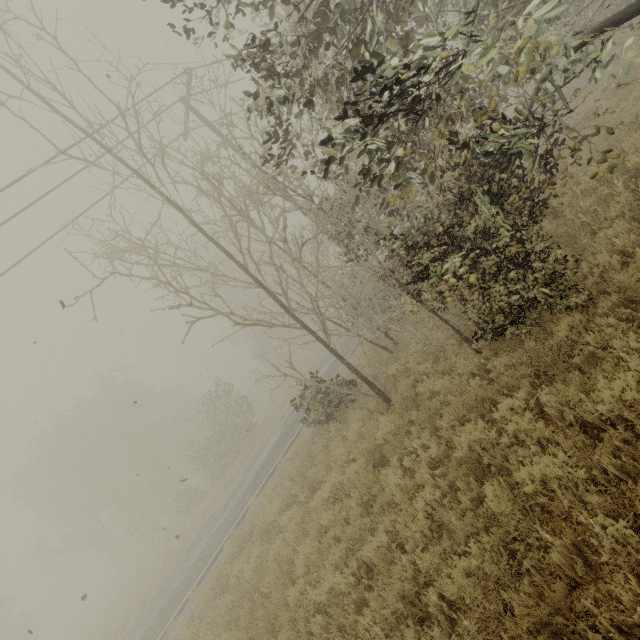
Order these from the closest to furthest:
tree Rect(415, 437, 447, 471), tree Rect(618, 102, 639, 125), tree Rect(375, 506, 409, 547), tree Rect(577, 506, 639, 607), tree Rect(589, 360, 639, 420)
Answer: tree Rect(577, 506, 639, 607)
tree Rect(589, 360, 639, 420)
tree Rect(375, 506, 409, 547)
tree Rect(415, 437, 447, 471)
tree Rect(618, 102, 639, 125)

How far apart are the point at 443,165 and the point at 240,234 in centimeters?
795cm

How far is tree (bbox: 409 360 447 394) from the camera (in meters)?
7.13

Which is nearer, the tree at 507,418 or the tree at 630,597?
the tree at 630,597

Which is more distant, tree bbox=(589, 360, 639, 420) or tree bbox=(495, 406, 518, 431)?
tree bbox=(495, 406, 518, 431)
